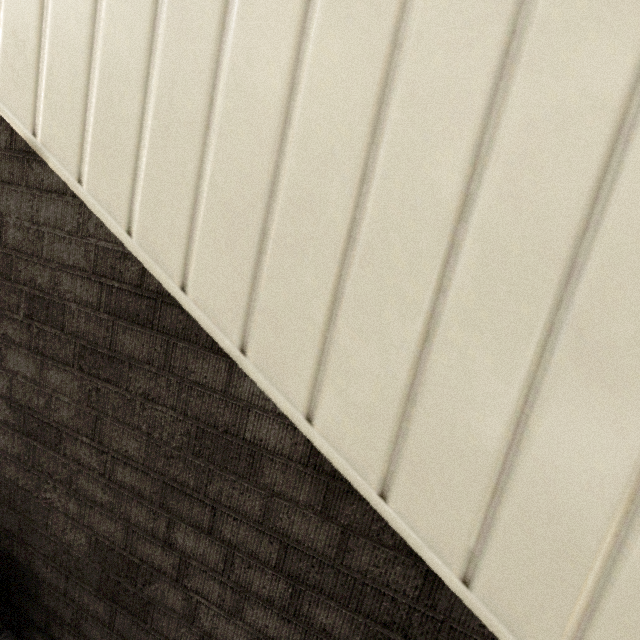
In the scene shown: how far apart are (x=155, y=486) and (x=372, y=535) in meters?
0.7 m
